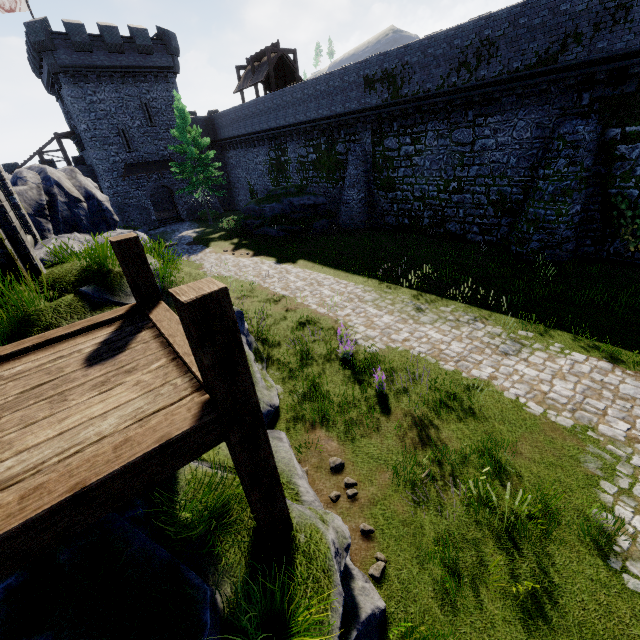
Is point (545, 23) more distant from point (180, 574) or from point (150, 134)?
point (150, 134)

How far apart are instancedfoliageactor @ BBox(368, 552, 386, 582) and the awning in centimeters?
3787cm

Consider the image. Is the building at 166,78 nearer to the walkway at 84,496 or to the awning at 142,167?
Result: the awning at 142,167

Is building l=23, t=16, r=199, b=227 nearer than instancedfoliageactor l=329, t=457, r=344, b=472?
No

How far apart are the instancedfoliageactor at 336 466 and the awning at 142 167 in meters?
36.0

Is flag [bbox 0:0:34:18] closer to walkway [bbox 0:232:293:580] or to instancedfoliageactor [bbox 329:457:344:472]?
walkway [bbox 0:232:293:580]

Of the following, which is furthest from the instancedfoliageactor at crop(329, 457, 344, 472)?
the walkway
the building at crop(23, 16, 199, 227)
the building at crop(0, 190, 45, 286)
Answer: the building at crop(23, 16, 199, 227)

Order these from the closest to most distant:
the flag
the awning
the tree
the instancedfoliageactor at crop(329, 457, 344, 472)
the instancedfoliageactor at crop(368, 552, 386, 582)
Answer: the instancedfoliageactor at crop(368, 552, 386, 582) < the instancedfoliageactor at crop(329, 457, 344, 472) < the tree < the flag < the awning
